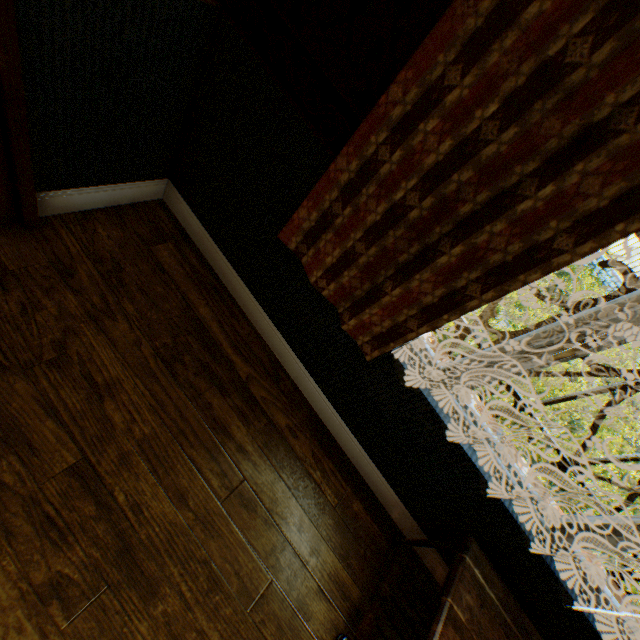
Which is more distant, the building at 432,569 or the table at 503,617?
the building at 432,569

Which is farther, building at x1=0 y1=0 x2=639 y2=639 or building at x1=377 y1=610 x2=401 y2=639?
building at x1=377 y1=610 x2=401 y2=639

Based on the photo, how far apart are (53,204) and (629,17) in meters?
2.2

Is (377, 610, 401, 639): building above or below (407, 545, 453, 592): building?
below

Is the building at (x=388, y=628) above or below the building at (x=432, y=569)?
below

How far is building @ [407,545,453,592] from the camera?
1.9 meters

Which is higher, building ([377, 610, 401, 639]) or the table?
Answer: the table
